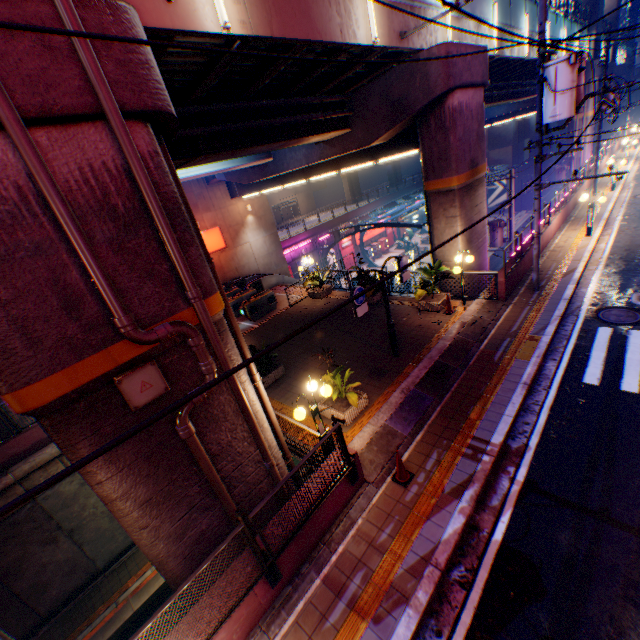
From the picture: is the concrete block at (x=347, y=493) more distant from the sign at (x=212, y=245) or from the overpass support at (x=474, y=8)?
the sign at (x=212, y=245)

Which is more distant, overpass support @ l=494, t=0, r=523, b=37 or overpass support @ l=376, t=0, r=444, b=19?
overpass support @ l=494, t=0, r=523, b=37

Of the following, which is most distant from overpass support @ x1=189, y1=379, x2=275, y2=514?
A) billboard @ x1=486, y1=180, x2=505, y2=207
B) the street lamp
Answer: billboard @ x1=486, y1=180, x2=505, y2=207

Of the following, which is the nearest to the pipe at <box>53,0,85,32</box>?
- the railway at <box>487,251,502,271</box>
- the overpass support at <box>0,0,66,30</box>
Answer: the overpass support at <box>0,0,66,30</box>

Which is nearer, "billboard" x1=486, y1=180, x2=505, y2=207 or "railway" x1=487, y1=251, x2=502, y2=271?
"railway" x1=487, y1=251, x2=502, y2=271

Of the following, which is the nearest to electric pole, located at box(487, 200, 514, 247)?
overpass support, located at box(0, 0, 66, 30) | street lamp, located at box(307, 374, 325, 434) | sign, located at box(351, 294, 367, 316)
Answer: overpass support, located at box(0, 0, 66, 30)

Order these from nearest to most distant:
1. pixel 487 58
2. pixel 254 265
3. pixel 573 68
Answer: pixel 573 68, pixel 487 58, pixel 254 265

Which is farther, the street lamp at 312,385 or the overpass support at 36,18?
the street lamp at 312,385
